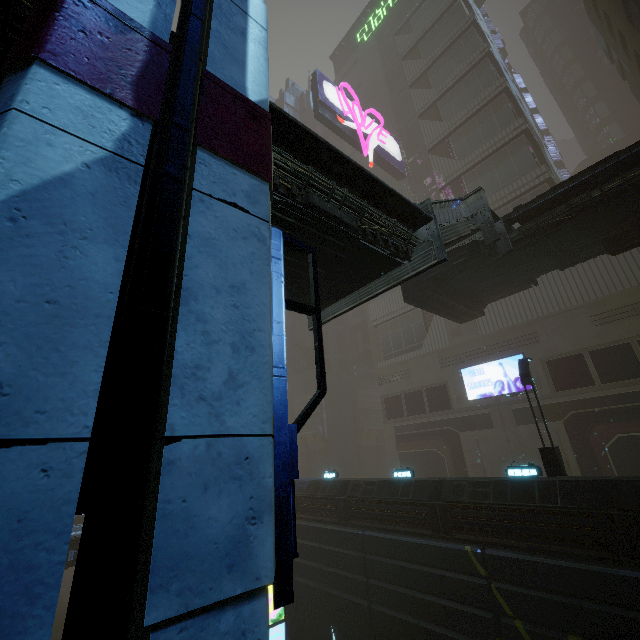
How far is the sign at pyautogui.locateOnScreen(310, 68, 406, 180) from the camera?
32.2m

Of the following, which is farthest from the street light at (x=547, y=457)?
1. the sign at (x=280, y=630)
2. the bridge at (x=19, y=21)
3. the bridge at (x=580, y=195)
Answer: the bridge at (x=19, y=21)

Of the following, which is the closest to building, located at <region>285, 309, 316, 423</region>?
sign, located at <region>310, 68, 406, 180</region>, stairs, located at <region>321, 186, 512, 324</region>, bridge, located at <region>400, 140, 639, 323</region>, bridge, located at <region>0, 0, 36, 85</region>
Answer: sign, located at <region>310, 68, 406, 180</region>

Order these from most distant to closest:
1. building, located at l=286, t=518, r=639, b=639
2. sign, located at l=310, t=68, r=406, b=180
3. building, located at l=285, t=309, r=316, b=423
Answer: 1. building, located at l=285, t=309, r=316, b=423
2. sign, located at l=310, t=68, r=406, b=180
3. building, located at l=286, t=518, r=639, b=639

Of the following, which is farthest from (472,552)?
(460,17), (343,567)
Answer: (460,17)

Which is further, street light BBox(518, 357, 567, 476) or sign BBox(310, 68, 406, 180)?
sign BBox(310, 68, 406, 180)

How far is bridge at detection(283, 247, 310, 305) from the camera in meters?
8.2 m

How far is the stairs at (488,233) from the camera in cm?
845
